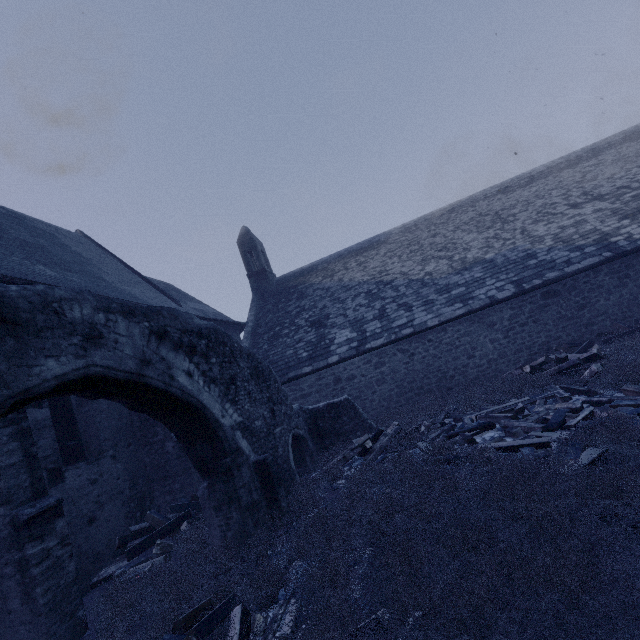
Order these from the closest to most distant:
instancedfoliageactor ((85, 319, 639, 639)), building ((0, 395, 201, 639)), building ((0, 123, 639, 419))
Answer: instancedfoliageactor ((85, 319, 639, 639))
building ((0, 395, 201, 639))
building ((0, 123, 639, 419))

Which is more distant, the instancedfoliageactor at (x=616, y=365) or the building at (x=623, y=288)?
the building at (x=623, y=288)

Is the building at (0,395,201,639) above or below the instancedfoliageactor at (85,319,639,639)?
above

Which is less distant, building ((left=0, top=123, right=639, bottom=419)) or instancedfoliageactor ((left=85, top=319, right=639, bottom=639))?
instancedfoliageactor ((left=85, top=319, right=639, bottom=639))

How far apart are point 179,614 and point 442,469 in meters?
4.4

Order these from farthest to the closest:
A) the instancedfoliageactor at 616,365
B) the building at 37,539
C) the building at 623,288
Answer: the building at 623,288
the building at 37,539
the instancedfoliageactor at 616,365
